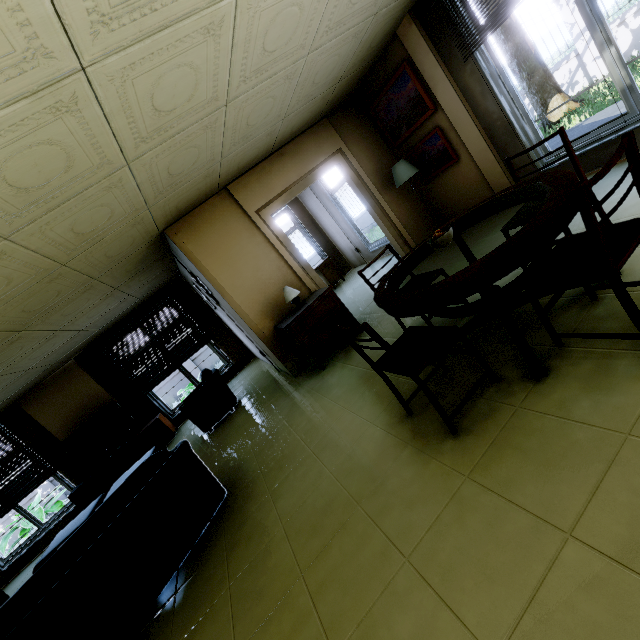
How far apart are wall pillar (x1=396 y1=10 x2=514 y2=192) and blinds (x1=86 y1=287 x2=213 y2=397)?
6.71m

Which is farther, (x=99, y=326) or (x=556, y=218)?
(x=99, y=326)

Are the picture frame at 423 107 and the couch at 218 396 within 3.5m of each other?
no

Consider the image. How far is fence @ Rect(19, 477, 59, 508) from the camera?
11.9m

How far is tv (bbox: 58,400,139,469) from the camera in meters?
6.9 m

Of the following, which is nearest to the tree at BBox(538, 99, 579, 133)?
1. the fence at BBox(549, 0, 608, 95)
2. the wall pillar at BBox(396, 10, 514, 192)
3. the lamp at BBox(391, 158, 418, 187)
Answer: the fence at BBox(549, 0, 608, 95)

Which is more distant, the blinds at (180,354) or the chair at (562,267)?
the blinds at (180,354)

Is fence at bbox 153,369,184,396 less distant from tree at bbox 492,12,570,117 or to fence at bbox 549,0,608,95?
fence at bbox 549,0,608,95
